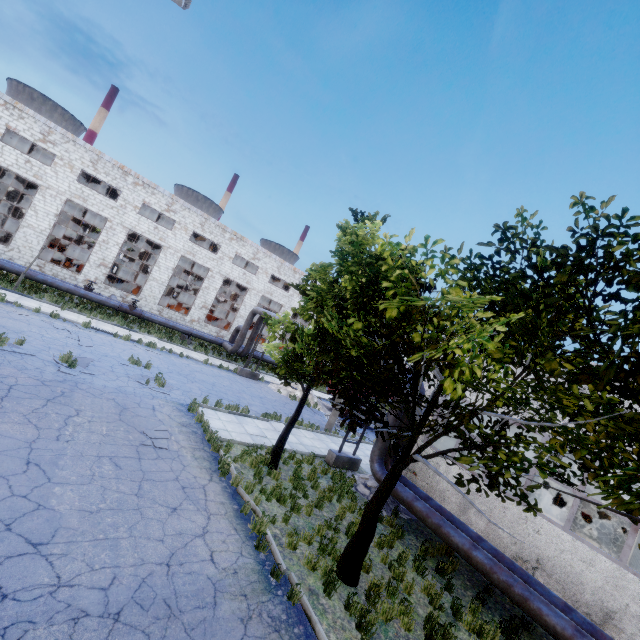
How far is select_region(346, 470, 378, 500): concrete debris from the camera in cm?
1287

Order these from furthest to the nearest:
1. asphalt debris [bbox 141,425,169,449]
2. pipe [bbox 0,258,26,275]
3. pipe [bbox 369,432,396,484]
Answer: pipe [bbox 0,258,26,275], pipe [bbox 369,432,396,484], asphalt debris [bbox 141,425,169,449]

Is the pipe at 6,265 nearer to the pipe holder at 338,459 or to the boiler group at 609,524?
the pipe holder at 338,459

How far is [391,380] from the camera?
6.0m

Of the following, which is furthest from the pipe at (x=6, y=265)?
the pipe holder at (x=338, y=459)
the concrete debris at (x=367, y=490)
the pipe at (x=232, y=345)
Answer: the concrete debris at (x=367, y=490)

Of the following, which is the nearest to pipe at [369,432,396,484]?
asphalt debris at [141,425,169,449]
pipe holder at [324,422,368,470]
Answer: pipe holder at [324,422,368,470]

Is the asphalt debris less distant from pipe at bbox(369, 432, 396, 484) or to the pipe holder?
the pipe holder

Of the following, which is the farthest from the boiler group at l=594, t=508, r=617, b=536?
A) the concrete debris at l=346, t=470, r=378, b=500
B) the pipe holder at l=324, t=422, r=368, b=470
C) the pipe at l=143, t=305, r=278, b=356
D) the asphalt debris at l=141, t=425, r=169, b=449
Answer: the asphalt debris at l=141, t=425, r=169, b=449
